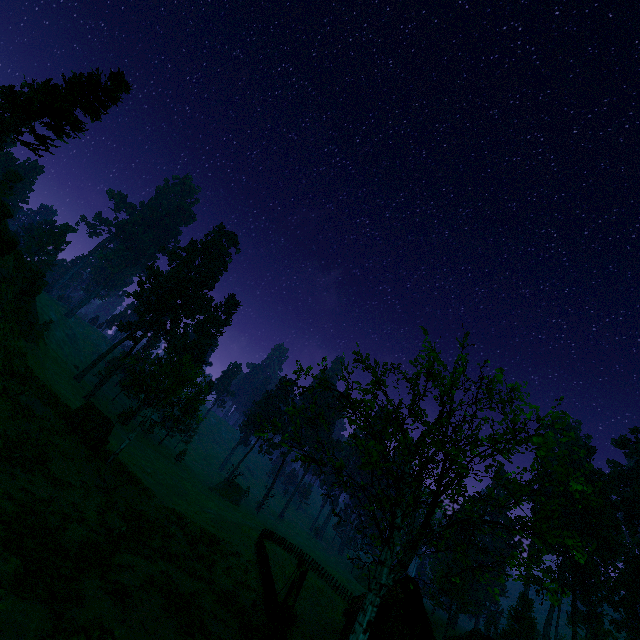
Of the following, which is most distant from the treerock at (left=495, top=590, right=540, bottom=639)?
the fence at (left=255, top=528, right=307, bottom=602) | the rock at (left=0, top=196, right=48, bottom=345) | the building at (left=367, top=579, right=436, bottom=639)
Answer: the rock at (left=0, top=196, right=48, bottom=345)

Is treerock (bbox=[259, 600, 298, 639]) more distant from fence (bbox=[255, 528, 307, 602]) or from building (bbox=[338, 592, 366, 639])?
fence (bbox=[255, 528, 307, 602])

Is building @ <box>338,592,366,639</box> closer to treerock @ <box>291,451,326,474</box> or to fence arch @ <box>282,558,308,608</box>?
treerock @ <box>291,451,326,474</box>

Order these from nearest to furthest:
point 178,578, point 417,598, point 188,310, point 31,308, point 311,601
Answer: point 178,578 < point 417,598 < point 31,308 < point 311,601 < point 188,310

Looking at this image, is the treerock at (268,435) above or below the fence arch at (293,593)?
above

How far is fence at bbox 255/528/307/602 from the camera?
24.2m

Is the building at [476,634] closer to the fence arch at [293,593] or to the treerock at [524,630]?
the treerock at [524,630]
